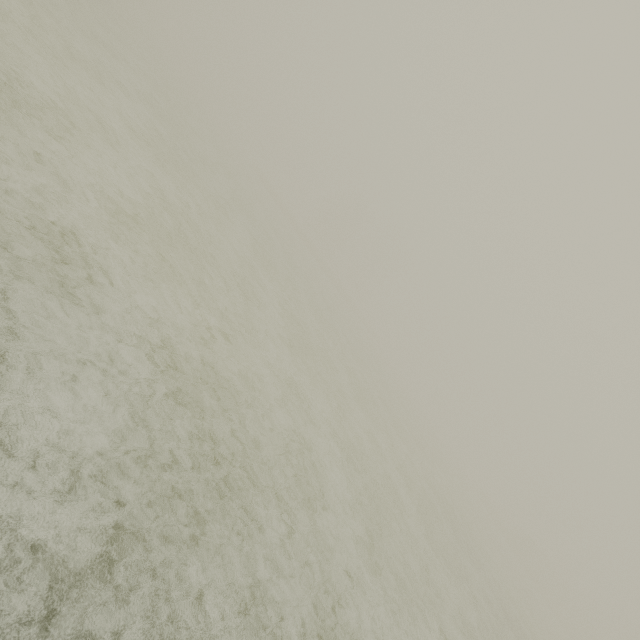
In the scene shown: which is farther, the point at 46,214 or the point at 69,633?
the point at 46,214
